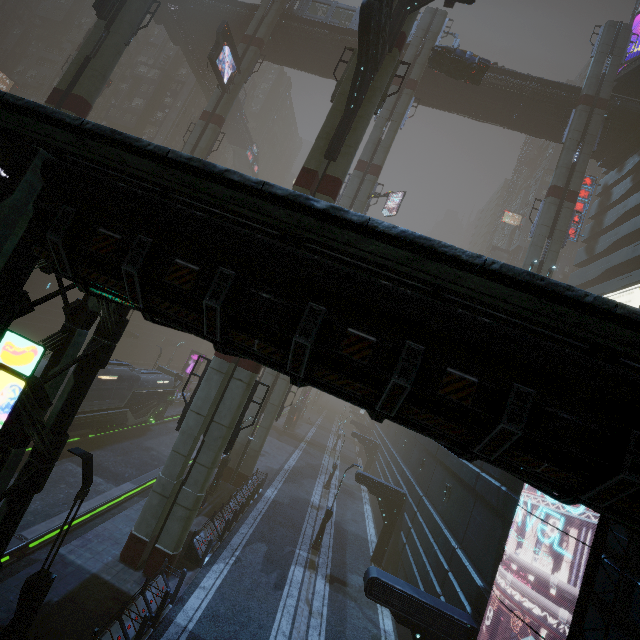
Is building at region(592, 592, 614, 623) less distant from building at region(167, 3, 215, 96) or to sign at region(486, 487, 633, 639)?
sign at region(486, 487, 633, 639)

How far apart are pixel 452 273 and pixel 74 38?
85.0m

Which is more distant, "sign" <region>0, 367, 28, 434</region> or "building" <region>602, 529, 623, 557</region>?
"building" <region>602, 529, 623, 557</region>

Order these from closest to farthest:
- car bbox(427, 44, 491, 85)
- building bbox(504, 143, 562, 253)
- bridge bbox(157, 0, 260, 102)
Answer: car bbox(427, 44, 491, 85) < bridge bbox(157, 0, 260, 102) < building bbox(504, 143, 562, 253)

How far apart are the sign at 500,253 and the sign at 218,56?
46.8 meters

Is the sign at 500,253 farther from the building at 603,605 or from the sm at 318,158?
the sm at 318,158

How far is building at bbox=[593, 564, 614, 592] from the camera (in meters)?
6.73

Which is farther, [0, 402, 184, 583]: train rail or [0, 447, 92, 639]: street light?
[0, 402, 184, 583]: train rail
